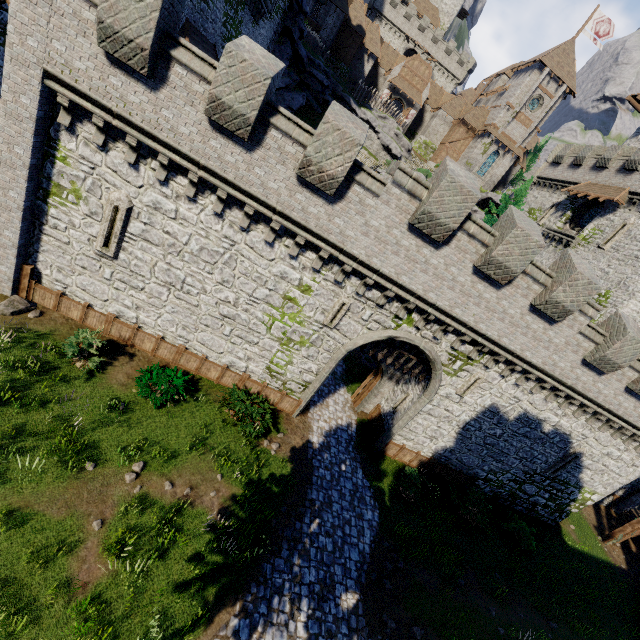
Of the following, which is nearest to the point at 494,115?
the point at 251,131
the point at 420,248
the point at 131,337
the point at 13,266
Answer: the point at 420,248

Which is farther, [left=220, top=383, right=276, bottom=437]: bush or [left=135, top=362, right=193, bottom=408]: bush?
[left=220, top=383, right=276, bottom=437]: bush

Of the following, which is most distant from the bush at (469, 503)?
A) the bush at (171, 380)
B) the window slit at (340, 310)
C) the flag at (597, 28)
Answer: the flag at (597, 28)

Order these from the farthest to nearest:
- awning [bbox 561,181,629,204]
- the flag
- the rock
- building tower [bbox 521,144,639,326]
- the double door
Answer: the double door → the flag → awning [bbox 561,181,629,204] → building tower [bbox 521,144,639,326] → the rock

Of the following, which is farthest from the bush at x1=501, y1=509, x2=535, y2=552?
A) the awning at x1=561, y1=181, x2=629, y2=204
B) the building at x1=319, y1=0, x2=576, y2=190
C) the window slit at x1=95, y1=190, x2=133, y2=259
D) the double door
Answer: the double door

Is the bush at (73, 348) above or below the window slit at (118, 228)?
below

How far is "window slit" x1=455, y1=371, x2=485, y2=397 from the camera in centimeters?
1466cm

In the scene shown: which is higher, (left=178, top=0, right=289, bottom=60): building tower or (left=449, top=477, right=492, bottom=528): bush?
(left=178, top=0, right=289, bottom=60): building tower
